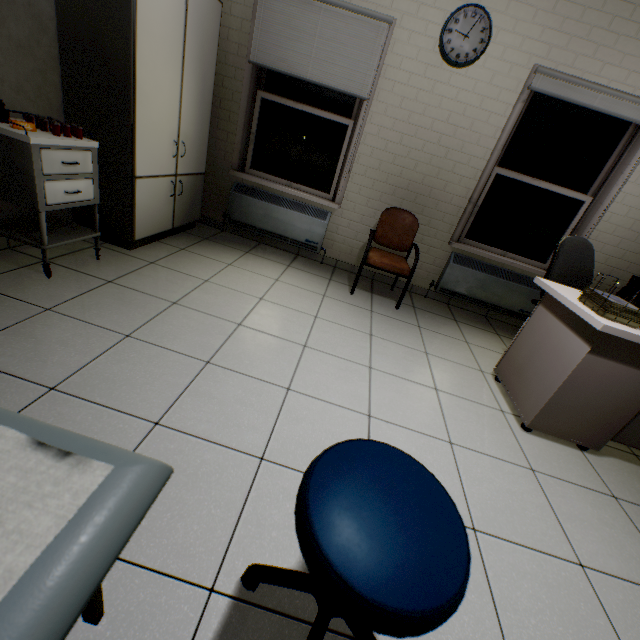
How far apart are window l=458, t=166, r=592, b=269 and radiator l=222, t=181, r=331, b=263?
1.6 meters

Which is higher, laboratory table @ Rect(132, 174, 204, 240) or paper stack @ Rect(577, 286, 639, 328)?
paper stack @ Rect(577, 286, 639, 328)

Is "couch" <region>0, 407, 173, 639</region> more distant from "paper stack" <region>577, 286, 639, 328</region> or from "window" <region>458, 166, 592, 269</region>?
"window" <region>458, 166, 592, 269</region>

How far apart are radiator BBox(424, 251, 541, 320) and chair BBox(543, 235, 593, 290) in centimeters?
61cm

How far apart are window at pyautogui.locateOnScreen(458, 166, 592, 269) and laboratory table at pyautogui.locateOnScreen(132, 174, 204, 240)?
3.1 meters

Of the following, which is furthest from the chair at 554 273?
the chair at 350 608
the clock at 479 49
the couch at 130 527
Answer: the couch at 130 527

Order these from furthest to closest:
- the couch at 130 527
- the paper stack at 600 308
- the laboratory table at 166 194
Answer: the laboratory table at 166 194 → the paper stack at 600 308 → the couch at 130 527

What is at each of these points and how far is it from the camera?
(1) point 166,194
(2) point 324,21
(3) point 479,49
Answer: (1) laboratory table, 3.0m
(2) blinds, 3.0m
(3) clock, 2.9m
